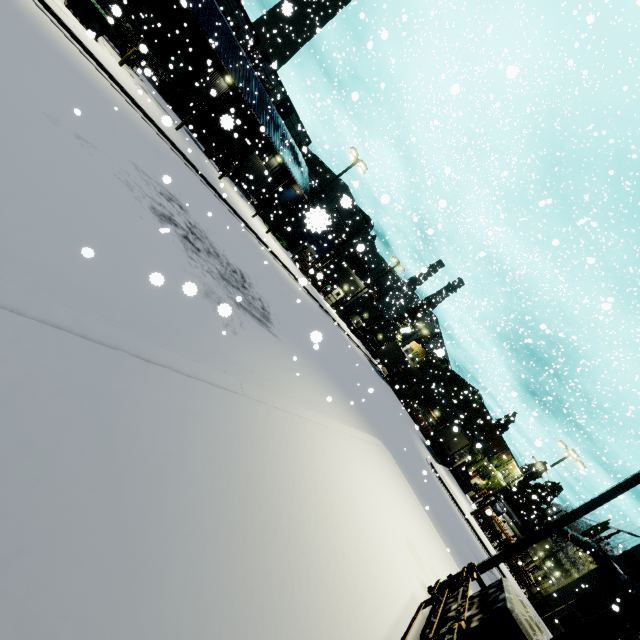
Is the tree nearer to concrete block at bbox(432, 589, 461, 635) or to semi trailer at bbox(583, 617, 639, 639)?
semi trailer at bbox(583, 617, 639, 639)

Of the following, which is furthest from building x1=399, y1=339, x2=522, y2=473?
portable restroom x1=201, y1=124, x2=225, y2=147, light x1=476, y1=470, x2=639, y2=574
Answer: light x1=476, y1=470, x2=639, y2=574

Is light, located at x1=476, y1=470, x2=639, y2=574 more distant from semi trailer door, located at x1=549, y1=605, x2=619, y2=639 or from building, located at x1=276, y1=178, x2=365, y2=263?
semi trailer door, located at x1=549, y1=605, x2=619, y2=639

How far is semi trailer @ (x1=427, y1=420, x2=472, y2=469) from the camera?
33.5 meters

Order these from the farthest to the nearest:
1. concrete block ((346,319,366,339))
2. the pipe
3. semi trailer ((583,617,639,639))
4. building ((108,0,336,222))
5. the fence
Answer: concrete block ((346,319,366,339)) < building ((108,0,336,222)) < the pipe < semi trailer ((583,617,639,639)) < the fence

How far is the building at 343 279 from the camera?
40.7 meters

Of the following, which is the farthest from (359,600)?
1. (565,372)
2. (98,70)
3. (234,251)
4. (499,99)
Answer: (499,99)

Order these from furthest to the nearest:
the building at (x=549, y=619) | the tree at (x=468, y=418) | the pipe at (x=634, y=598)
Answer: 1. the tree at (x=468, y=418)
2. the building at (x=549, y=619)
3. the pipe at (x=634, y=598)
